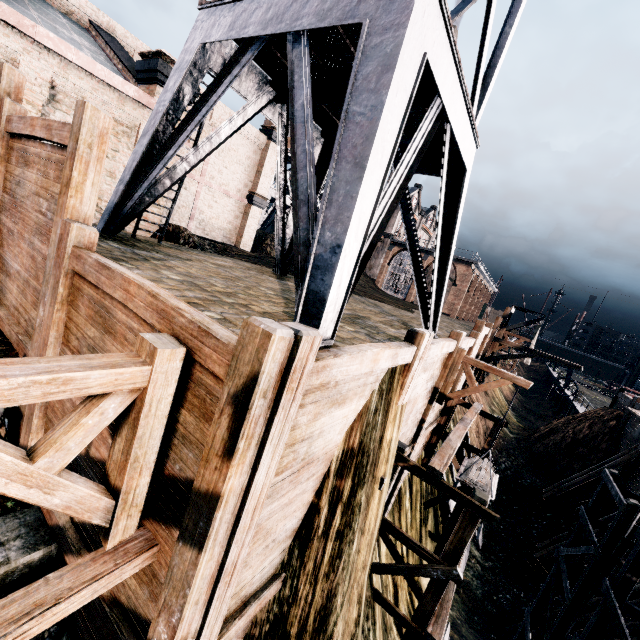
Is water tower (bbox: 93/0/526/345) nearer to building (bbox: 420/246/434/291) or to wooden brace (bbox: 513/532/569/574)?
wooden brace (bbox: 513/532/569/574)

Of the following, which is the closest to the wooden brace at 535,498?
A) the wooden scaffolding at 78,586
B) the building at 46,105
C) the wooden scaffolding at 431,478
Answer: the wooden scaffolding at 431,478

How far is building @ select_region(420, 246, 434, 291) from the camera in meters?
49.3

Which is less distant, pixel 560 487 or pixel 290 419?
pixel 290 419

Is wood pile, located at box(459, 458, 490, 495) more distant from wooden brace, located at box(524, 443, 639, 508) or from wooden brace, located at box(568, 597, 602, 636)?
wooden brace, located at box(524, 443, 639, 508)

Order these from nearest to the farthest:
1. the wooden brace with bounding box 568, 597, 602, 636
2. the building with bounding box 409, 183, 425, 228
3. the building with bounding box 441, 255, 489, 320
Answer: the wooden brace with bounding box 568, 597, 602, 636 → the building with bounding box 441, 255, 489, 320 → the building with bounding box 409, 183, 425, 228

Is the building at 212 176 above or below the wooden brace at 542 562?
above

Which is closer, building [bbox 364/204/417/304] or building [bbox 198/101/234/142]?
building [bbox 198/101/234/142]
